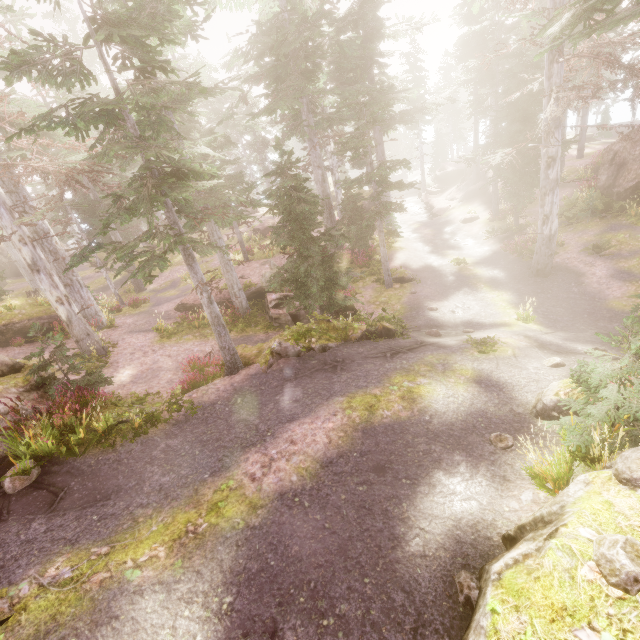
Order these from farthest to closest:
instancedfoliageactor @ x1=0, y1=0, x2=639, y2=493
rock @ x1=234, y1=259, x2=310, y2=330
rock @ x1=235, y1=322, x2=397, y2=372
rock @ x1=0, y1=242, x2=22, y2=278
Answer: rock @ x1=0, y1=242, x2=22, y2=278 → rock @ x1=234, y1=259, x2=310, y2=330 → rock @ x1=235, y1=322, x2=397, y2=372 → instancedfoliageactor @ x1=0, y1=0, x2=639, y2=493

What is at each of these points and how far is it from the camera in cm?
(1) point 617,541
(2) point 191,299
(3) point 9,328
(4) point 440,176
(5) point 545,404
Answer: (1) instancedfoliageactor, 319
(2) rock, 1914
(3) rock, 1548
(4) rock, 4259
(5) rock, 682

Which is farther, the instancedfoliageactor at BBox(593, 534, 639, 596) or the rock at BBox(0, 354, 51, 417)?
the rock at BBox(0, 354, 51, 417)

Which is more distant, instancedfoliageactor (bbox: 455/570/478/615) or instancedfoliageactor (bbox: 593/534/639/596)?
instancedfoliageactor (bbox: 455/570/478/615)

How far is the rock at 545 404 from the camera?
6.48m

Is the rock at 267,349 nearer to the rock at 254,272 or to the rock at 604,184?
the rock at 604,184

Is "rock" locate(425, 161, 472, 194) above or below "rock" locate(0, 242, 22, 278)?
below
